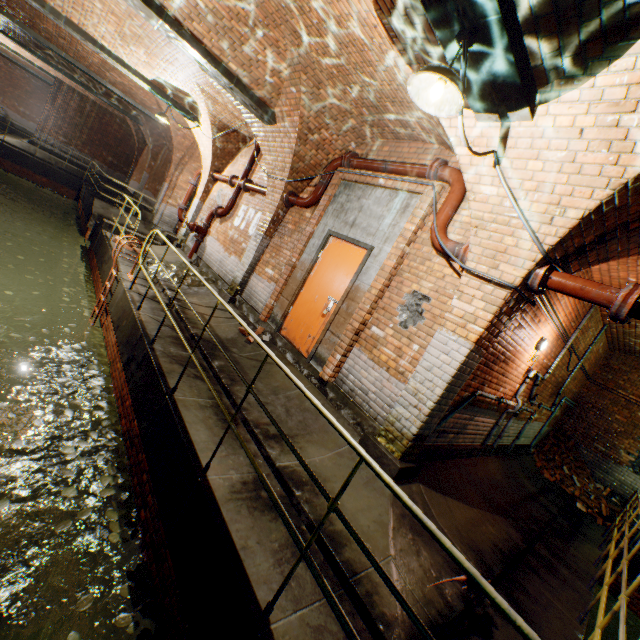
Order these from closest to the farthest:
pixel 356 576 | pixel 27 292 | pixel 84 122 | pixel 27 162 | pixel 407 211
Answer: pixel 356 576 < pixel 407 211 < pixel 27 292 < pixel 27 162 < pixel 84 122

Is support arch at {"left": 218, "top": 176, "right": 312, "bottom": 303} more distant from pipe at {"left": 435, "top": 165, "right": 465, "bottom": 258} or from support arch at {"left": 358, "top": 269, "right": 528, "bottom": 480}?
pipe at {"left": 435, "top": 165, "right": 465, "bottom": 258}

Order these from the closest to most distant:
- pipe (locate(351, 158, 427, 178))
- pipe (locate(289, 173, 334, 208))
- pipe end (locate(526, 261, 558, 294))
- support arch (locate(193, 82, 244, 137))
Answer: pipe end (locate(526, 261, 558, 294)), pipe (locate(351, 158, 427, 178)), pipe (locate(289, 173, 334, 208)), support arch (locate(193, 82, 244, 137))

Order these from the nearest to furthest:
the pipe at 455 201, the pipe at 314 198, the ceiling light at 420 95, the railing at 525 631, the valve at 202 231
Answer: the railing at 525 631 → the ceiling light at 420 95 → the pipe at 455 201 → the pipe at 314 198 → the valve at 202 231

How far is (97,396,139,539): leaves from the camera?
3.45m

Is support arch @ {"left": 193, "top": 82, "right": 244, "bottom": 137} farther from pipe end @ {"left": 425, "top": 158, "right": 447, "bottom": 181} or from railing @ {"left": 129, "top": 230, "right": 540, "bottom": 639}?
pipe end @ {"left": 425, "top": 158, "right": 447, "bottom": 181}

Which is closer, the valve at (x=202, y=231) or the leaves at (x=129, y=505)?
the leaves at (x=129, y=505)

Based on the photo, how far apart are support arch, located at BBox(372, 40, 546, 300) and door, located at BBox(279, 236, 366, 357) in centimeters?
165cm
